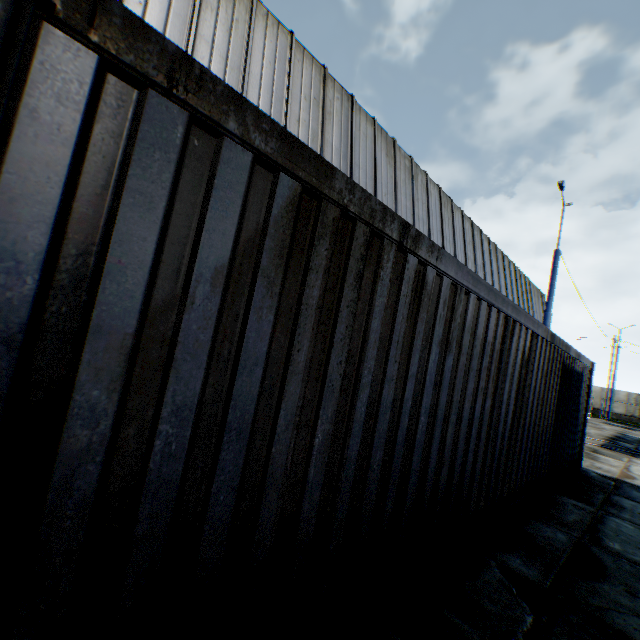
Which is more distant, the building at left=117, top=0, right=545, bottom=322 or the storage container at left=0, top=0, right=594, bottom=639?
the building at left=117, top=0, right=545, bottom=322

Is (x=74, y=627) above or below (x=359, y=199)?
below

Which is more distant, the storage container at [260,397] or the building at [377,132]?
the building at [377,132]

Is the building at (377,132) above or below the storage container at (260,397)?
above

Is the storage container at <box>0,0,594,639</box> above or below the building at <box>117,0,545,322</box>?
below
